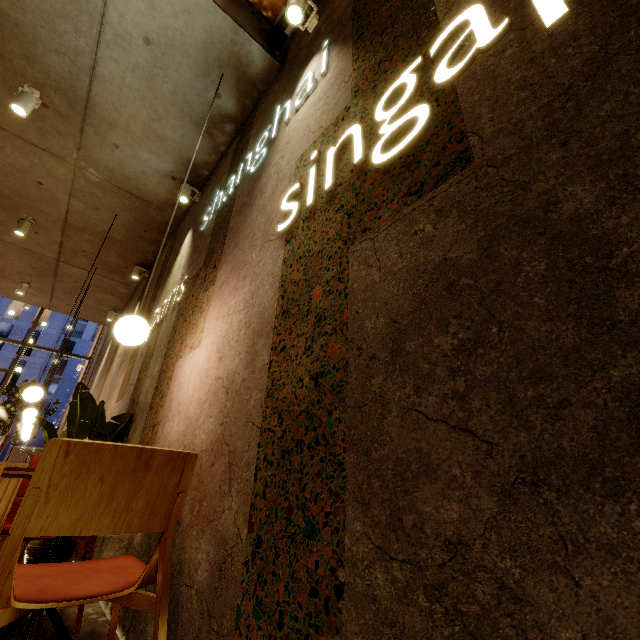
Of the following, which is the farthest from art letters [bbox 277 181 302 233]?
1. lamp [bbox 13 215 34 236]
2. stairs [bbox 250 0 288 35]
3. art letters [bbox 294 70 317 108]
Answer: lamp [bbox 13 215 34 236]

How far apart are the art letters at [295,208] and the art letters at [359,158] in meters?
0.2 m

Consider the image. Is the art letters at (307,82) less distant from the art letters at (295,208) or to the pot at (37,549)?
the art letters at (295,208)

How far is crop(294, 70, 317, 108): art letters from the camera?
2.26m

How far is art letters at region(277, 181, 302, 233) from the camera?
1.7m

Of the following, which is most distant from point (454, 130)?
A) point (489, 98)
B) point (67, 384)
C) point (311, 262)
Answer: point (67, 384)

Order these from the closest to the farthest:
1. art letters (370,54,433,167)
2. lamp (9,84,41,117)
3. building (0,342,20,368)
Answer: art letters (370,54,433,167), lamp (9,84,41,117), building (0,342,20,368)

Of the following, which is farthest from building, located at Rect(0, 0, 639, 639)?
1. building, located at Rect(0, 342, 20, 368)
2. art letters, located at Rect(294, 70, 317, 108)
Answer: building, located at Rect(0, 342, 20, 368)
